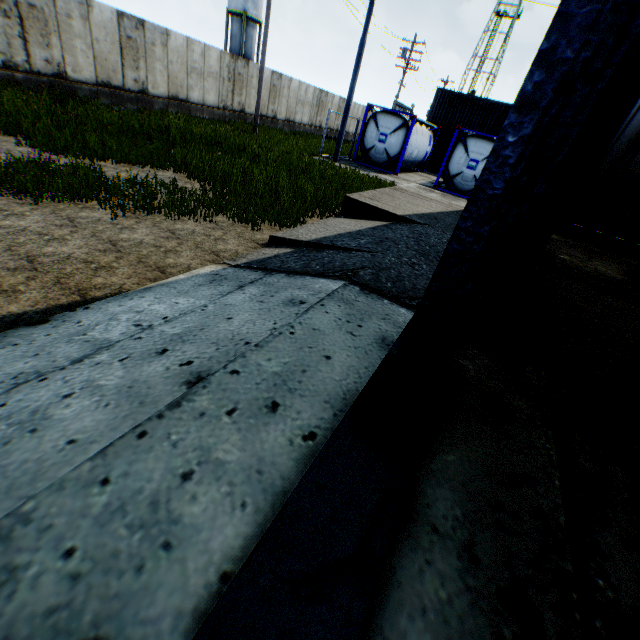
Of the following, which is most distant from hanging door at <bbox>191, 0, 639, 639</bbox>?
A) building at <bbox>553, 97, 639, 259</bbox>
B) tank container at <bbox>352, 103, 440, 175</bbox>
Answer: tank container at <bbox>352, 103, 440, 175</bbox>

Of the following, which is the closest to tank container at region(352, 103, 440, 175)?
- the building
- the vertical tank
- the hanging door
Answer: the building

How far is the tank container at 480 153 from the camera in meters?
16.2 m

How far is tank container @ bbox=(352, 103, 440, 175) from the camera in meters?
17.7

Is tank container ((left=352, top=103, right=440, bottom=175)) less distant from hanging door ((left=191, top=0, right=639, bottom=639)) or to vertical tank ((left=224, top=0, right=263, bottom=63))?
hanging door ((left=191, top=0, right=639, bottom=639))

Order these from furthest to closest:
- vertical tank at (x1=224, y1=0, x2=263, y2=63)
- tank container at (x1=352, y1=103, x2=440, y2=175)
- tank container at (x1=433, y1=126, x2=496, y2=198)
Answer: vertical tank at (x1=224, y1=0, x2=263, y2=63) < tank container at (x1=352, y1=103, x2=440, y2=175) < tank container at (x1=433, y1=126, x2=496, y2=198)

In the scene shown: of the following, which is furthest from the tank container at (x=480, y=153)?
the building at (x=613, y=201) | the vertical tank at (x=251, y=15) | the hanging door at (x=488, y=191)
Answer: the vertical tank at (x=251, y=15)

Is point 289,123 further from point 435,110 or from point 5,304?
point 5,304
